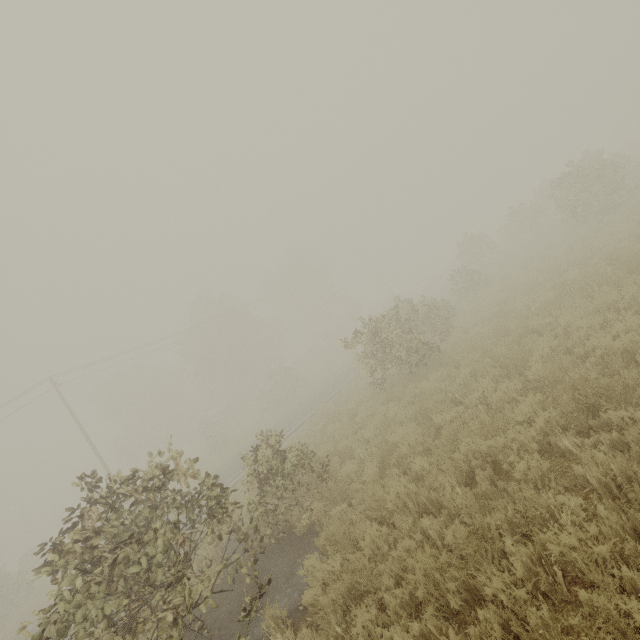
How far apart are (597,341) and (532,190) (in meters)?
32.08
